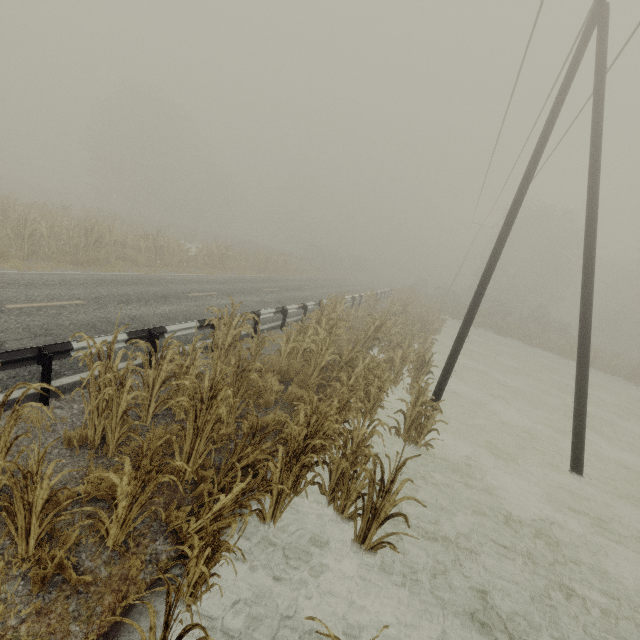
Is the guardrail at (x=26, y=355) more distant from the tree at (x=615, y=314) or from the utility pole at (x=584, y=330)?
the tree at (x=615, y=314)

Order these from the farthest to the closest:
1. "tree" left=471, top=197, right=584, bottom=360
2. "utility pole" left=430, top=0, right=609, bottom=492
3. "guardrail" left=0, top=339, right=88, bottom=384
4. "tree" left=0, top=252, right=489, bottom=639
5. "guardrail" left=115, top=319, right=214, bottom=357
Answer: "tree" left=471, top=197, right=584, bottom=360
"utility pole" left=430, top=0, right=609, bottom=492
"guardrail" left=115, top=319, right=214, bottom=357
"guardrail" left=0, top=339, right=88, bottom=384
"tree" left=0, top=252, right=489, bottom=639

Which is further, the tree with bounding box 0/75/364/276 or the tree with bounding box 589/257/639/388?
the tree with bounding box 589/257/639/388

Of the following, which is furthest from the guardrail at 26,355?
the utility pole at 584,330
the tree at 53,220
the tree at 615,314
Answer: the tree at 615,314

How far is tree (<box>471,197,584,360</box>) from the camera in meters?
30.6

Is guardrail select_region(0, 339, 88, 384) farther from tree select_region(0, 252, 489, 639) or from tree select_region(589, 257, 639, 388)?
tree select_region(589, 257, 639, 388)

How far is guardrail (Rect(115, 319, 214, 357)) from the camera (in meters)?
6.44

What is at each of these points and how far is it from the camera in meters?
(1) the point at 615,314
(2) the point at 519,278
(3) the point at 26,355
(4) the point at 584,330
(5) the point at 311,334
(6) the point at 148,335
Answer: (1) tree, 38.3 m
(2) tree, 45.1 m
(3) guardrail, 4.9 m
(4) utility pole, 8.0 m
(5) tree, 9.9 m
(6) guardrail, 6.9 m
